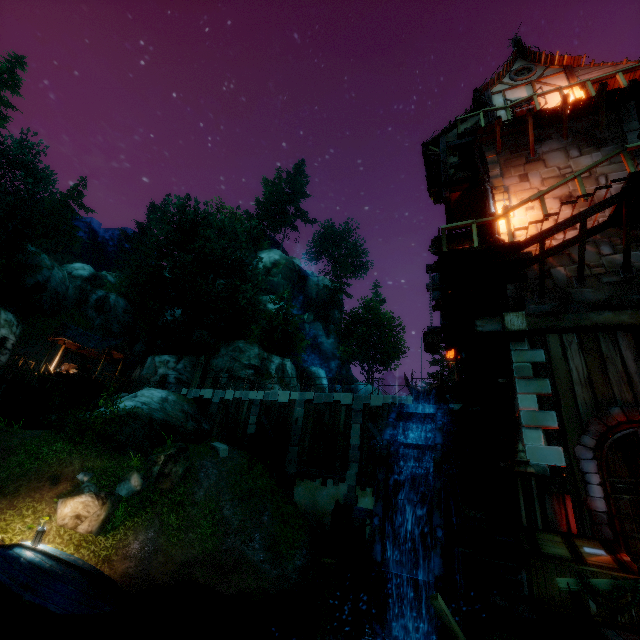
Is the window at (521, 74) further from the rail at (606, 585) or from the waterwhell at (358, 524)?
the waterwhell at (358, 524)

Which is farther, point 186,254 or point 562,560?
point 186,254

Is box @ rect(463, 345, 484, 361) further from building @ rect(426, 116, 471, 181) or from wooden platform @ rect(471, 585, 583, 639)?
wooden platform @ rect(471, 585, 583, 639)

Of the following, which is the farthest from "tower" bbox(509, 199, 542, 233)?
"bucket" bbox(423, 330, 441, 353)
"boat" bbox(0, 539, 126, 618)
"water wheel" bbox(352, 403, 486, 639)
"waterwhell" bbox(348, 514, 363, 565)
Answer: "boat" bbox(0, 539, 126, 618)

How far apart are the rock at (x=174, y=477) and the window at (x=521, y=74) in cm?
2297

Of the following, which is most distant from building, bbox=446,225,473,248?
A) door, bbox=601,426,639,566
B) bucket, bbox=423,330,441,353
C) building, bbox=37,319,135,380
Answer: building, bbox=37,319,135,380

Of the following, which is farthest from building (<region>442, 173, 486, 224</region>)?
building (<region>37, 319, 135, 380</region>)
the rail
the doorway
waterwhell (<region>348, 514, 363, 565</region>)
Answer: building (<region>37, 319, 135, 380</region>)

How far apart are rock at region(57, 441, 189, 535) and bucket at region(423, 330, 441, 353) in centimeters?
1283cm
